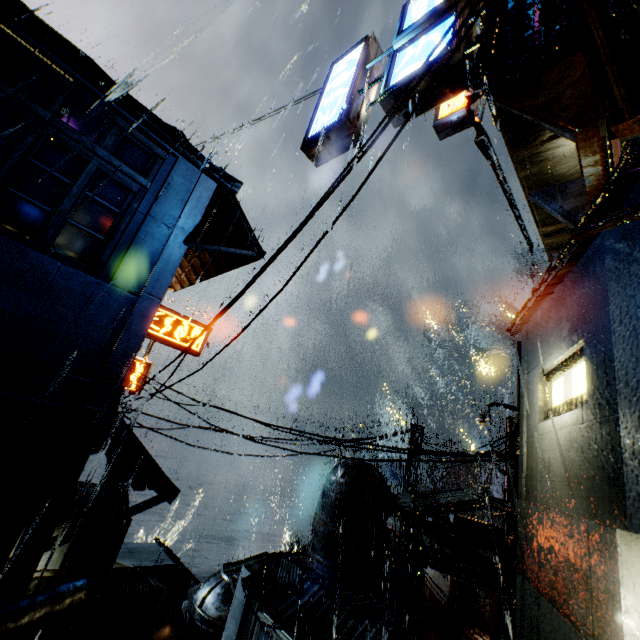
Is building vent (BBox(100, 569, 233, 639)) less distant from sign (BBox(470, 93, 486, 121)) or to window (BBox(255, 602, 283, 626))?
window (BBox(255, 602, 283, 626))

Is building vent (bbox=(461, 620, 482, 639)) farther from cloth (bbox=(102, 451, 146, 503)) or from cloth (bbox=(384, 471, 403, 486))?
cloth (bbox=(384, 471, 403, 486))

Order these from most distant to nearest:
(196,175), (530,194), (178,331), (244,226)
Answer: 1. (178,331)
2. (244,226)
3. (196,175)
4. (530,194)

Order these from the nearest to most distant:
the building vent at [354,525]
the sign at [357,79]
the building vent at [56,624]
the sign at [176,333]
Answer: the sign at [357,79] < the sign at [176,333] < the building vent at [56,624] < the building vent at [354,525]

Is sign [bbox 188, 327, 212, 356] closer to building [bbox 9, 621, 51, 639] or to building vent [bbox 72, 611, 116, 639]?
building [bbox 9, 621, 51, 639]

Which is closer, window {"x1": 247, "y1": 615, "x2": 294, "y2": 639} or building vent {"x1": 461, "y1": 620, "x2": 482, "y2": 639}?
window {"x1": 247, "y1": 615, "x2": 294, "y2": 639}

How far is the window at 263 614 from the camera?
17.0 meters

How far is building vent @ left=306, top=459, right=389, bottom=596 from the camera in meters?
18.1
